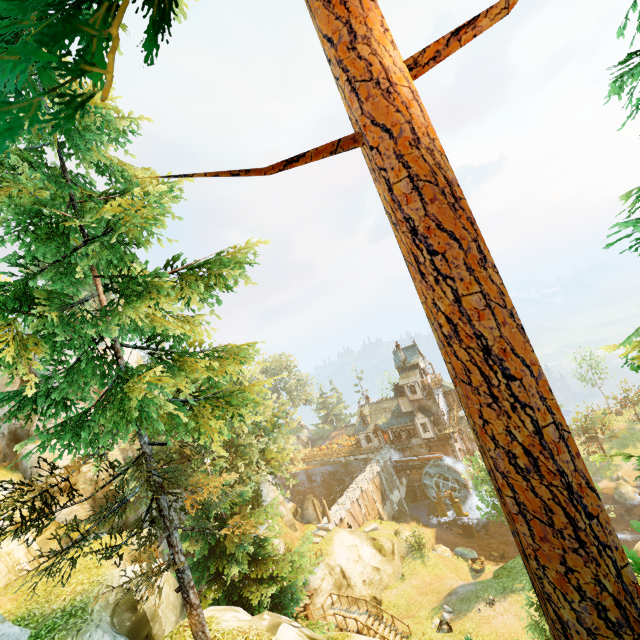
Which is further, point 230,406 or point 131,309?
point 131,309

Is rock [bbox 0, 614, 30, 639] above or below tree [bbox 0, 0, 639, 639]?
below

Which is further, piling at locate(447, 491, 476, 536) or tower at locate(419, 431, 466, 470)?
tower at locate(419, 431, 466, 470)

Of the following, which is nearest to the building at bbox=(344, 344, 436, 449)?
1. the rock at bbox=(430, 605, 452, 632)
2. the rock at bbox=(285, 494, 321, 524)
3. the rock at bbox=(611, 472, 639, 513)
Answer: the rock at bbox=(285, 494, 321, 524)

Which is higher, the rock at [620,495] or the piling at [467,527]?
the rock at [620,495]

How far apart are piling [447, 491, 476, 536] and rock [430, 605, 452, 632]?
22.1 meters

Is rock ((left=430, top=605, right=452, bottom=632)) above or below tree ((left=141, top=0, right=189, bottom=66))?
below

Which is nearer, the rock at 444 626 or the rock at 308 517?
the rock at 444 626
